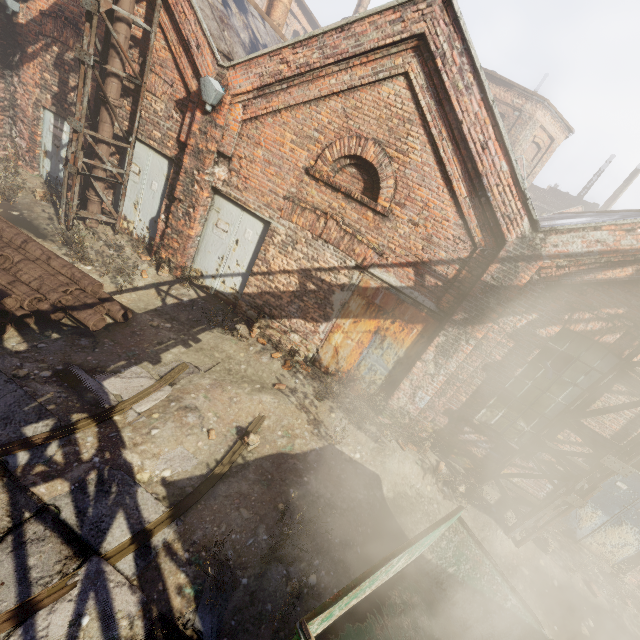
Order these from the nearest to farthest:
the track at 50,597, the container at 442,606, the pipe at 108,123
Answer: the track at 50,597 → the container at 442,606 → the pipe at 108,123

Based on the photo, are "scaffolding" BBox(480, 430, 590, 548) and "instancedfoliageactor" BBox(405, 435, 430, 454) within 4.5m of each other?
yes

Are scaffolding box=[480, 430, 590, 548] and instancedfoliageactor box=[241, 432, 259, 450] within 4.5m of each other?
no

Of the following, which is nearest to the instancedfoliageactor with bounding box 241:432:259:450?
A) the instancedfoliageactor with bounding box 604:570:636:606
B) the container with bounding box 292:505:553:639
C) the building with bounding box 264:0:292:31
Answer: the container with bounding box 292:505:553:639

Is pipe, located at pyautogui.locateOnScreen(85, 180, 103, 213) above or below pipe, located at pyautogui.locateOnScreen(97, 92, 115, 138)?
below

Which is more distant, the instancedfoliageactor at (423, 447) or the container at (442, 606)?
the instancedfoliageactor at (423, 447)

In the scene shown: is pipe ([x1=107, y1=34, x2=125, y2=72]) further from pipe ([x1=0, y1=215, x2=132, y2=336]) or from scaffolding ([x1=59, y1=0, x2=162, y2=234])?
pipe ([x1=0, y1=215, x2=132, y2=336])

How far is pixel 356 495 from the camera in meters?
5.6
